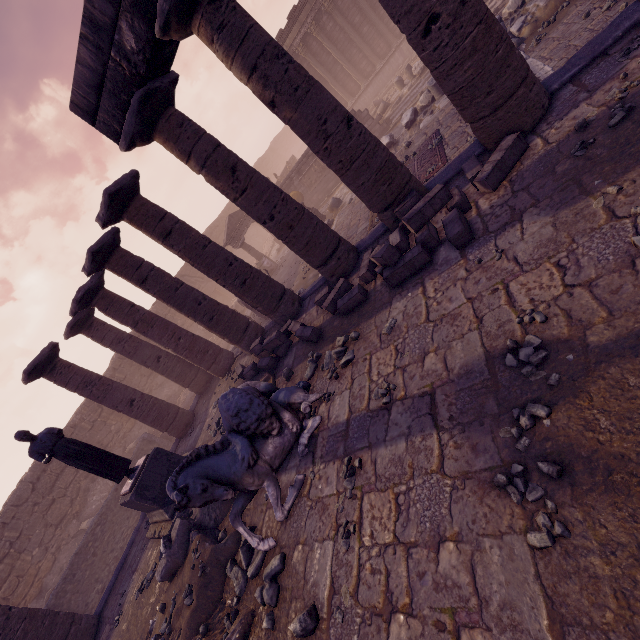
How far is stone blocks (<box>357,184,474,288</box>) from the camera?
5.13m

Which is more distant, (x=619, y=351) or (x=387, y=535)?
(x=387, y=535)

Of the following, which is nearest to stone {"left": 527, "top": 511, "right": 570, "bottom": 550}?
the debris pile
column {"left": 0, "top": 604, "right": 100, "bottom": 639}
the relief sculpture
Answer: the debris pile

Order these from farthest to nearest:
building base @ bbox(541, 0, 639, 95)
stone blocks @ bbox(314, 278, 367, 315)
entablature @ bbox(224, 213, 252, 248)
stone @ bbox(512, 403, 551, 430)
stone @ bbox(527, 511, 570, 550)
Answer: entablature @ bbox(224, 213, 252, 248), stone blocks @ bbox(314, 278, 367, 315), building base @ bbox(541, 0, 639, 95), stone @ bbox(512, 403, 551, 430), stone @ bbox(527, 511, 570, 550)

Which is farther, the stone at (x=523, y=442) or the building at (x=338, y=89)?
the building at (x=338, y=89)

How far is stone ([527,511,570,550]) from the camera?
2.31m

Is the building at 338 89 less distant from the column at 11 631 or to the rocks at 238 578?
Answer: the rocks at 238 578
